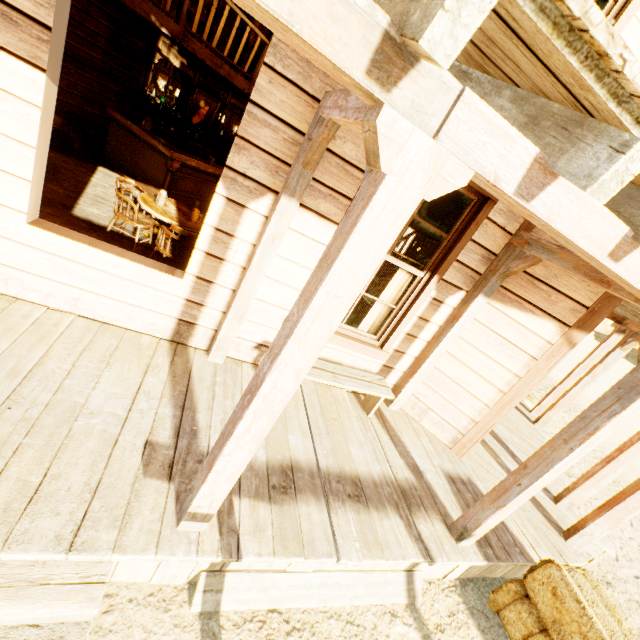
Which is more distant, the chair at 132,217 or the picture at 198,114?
the picture at 198,114

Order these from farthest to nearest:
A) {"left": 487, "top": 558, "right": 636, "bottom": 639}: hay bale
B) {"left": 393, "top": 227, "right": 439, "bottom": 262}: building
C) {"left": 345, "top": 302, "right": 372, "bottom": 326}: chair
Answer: {"left": 393, "top": 227, "right": 439, "bottom": 262}: building
{"left": 345, "top": 302, "right": 372, "bottom": 326}: chair
{"left": 487, "top": 558, "right": 636, "bottom": 639}: hay bale

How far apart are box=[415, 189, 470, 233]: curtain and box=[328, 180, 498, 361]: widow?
0.0 meters

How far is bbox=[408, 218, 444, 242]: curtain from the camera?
3.63m

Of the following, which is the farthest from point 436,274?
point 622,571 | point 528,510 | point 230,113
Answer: point 230,113

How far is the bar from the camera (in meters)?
6.63

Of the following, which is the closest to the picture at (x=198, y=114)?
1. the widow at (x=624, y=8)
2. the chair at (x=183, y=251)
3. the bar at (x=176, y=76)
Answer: the bar at (x=176, y=76)

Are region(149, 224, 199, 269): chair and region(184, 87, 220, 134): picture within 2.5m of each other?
no
